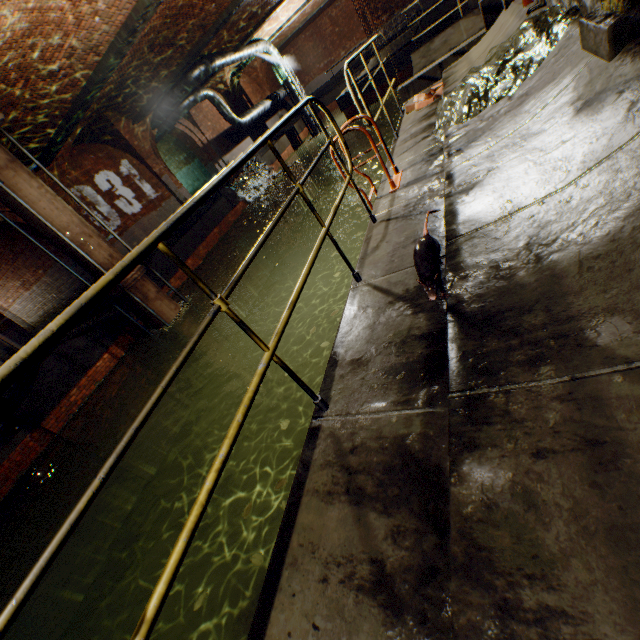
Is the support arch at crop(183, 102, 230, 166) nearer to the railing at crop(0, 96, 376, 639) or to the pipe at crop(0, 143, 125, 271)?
the pipe at crop(0, 143, 125, 271)

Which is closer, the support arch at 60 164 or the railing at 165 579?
the railing at 165 579

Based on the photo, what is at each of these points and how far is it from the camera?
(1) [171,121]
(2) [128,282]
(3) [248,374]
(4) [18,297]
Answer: (1) pipe, 15.81m
(2) pipe end, 8.92m
(3) pipe, 11.70m
(4) building tunnel, 16.95m

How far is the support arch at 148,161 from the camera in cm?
1272

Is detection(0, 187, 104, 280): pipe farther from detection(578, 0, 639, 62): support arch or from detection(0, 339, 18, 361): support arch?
detection(578, 0, 639, 62): support arch

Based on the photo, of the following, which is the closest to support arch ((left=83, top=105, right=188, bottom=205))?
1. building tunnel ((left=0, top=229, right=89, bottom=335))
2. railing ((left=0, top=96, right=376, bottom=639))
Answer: building tunnel ((left=0, top=229, right=89, bottom=335))

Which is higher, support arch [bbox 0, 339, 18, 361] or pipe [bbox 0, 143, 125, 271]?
pipe [bbox 0, 143, 125, 271]

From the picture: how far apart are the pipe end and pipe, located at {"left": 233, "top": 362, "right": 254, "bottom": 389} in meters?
4.2 m
